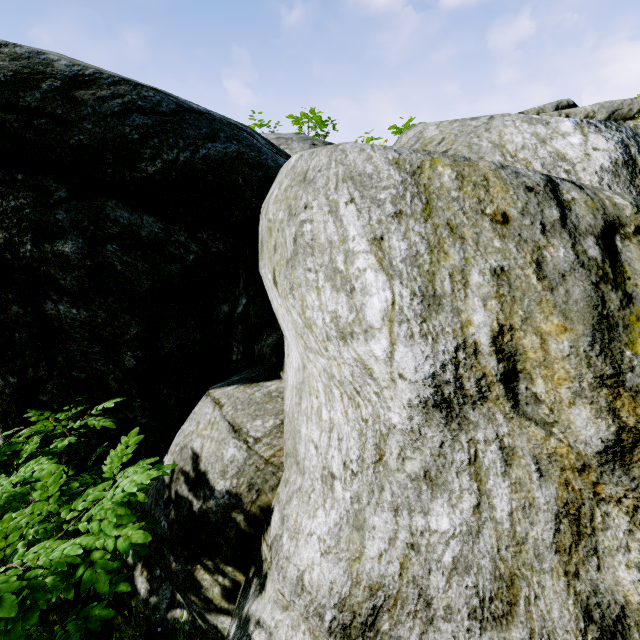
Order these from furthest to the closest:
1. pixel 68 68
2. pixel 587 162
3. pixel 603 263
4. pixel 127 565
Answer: pixel 127 565
pixel 68 68
pixel 587 162
pixel 603 263
